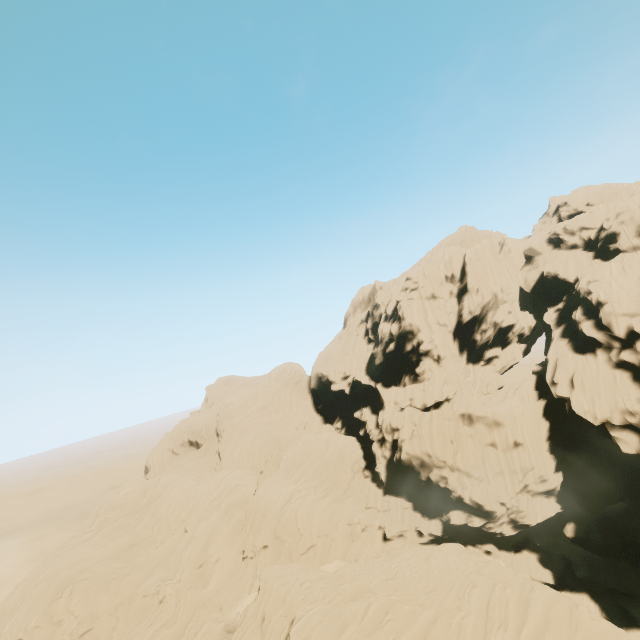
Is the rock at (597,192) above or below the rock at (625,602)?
above

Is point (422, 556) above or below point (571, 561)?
above

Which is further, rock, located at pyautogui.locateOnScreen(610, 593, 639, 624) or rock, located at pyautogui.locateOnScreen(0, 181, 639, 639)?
rock, located at pyautogui.locateOnScreen(610, 593, 639, 624)

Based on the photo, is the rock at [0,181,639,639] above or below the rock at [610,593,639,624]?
above

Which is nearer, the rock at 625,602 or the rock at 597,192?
the rock at 597,192
